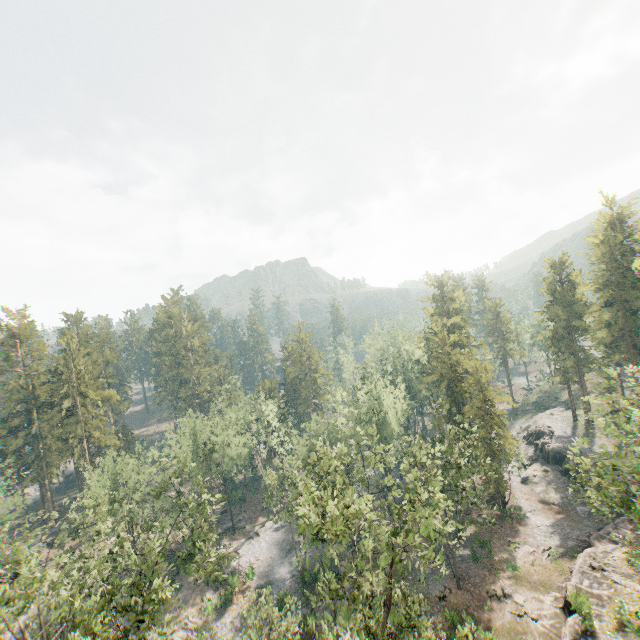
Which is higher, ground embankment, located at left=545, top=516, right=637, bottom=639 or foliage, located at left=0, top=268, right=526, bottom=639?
foliage, located at left=0, top=268, right=526, bottom=639

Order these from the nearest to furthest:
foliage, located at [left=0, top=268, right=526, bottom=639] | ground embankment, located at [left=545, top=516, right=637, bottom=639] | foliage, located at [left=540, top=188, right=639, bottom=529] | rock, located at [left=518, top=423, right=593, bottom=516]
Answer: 1. foliage, located at [left=0, top=268, right=526, bottom=639]
2. foliage, located at [left=540, top=188, right=639, bottom=529]
3. ground embankment, located at [left=545, top=516, right=637, bottom=639]
4. rock, located at [left=518, top=423, right=593, bottom=516]

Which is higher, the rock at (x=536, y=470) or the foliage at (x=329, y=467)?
the foliage at (x=329, y=467)

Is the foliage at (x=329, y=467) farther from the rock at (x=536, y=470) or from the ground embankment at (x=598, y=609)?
the rock at (x=536, y=470)

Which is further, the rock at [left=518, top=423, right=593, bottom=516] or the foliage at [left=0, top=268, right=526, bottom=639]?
the rock at [left=518, top=423, right=593, bottom=516]

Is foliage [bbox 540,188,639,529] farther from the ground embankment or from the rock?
the rock

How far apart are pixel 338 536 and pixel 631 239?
56.9 meters
